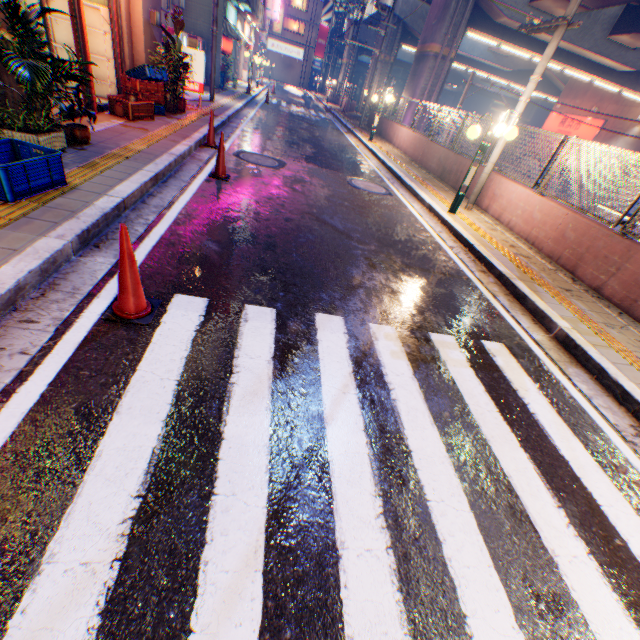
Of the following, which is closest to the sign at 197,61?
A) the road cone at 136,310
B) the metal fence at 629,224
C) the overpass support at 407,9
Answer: the metal fence at 629,224

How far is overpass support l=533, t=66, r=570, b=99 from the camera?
31.00m

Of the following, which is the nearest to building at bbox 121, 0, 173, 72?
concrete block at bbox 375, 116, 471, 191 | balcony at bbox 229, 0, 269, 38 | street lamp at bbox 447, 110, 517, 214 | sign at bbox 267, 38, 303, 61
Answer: street lamp at bbox 447, 110, 517, 214

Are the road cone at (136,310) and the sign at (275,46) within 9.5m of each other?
no

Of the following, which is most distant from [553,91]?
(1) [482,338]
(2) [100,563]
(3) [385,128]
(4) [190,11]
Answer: (2) [100,563]

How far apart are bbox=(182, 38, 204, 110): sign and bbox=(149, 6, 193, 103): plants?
0.0 meters

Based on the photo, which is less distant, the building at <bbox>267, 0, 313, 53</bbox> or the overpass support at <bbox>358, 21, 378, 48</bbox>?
the overpass support at <bbox>358, 21, 378, 48</bbox>

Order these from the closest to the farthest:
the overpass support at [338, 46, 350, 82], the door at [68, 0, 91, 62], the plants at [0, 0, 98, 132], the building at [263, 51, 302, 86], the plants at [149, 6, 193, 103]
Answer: the plants at [0, 0, 98, 132]
the door at [68, 0, 91, 62]
the plants at [149, 6, 193, 103]
the overpass support at [338, 46, 350, 82]
the building at [263, 51, 302, 86]
